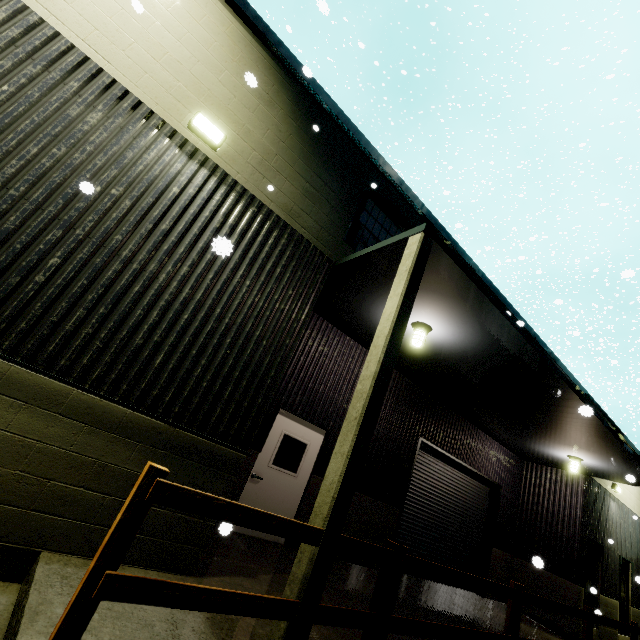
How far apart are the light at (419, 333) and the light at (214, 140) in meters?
4.6

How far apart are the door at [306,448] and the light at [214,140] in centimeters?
513cm

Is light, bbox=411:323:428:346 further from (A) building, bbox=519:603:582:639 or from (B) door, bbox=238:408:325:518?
(B) door, bbox=238:408:325:518

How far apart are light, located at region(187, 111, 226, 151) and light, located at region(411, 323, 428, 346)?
4.6 meters

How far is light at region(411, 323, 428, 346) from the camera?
6.2 meters

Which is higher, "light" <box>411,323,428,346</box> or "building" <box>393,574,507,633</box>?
"light" <box>411,323,428,346</box>

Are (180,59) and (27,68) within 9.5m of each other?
yes

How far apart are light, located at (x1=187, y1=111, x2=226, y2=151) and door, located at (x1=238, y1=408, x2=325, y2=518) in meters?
5.1
